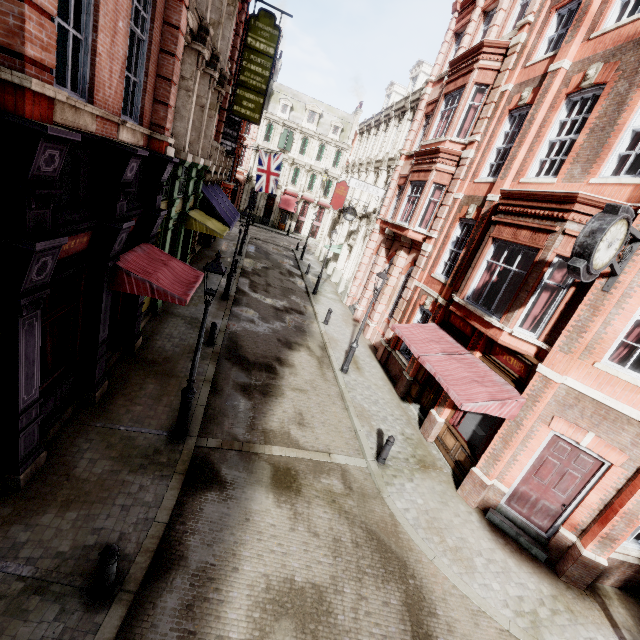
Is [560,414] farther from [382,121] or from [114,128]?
[382,121]

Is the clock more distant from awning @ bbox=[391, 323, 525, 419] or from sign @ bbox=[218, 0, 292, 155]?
sign @ bbox=[218, 0, 292, 155]

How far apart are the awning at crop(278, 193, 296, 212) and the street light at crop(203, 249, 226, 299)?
41.0m

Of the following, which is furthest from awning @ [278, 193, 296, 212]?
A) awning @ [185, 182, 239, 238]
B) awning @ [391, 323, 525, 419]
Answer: awning @ [391, 323, 525, 419]

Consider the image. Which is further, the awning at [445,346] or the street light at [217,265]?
the awning at [445,346]

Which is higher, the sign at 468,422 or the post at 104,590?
the sign at 468,422

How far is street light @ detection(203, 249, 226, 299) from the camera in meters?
6.5 m

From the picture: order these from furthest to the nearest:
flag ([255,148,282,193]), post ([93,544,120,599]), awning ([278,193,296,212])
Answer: awning ([278,193,296,212])
flag ([255,148,282,193])
post ([93,544,120,599])
